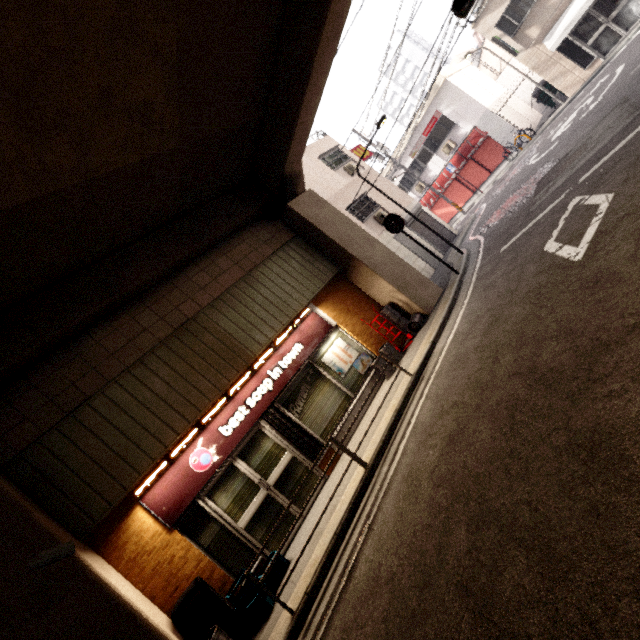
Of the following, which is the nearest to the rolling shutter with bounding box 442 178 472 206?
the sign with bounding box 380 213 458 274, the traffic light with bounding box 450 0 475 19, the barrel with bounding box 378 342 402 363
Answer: the sign with bounding box 380 213 458 274

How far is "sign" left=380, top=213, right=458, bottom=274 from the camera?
9.84m

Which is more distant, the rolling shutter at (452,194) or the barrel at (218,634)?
the rolling shutter at (452,194)

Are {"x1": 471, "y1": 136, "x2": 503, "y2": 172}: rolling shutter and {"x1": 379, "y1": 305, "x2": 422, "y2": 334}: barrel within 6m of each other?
no

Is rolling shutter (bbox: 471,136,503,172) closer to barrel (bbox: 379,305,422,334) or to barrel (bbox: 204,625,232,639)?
barrel (bbox: 379,305,422,334)

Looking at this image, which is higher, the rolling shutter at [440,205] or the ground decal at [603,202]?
the rolling shutter at [440,205]

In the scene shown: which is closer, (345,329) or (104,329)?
(104,329)

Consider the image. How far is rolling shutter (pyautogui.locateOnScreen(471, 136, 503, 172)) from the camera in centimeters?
1914cm
